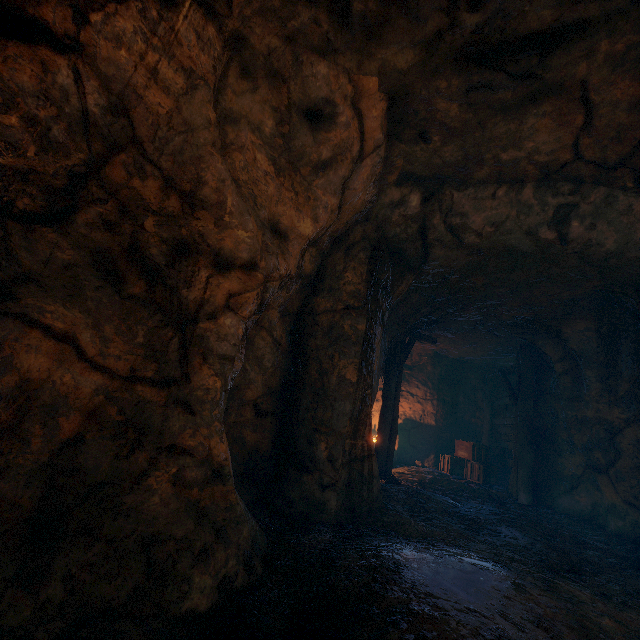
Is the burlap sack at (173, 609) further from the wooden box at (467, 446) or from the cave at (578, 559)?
the wooden box at (467, 446)

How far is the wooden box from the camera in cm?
1088

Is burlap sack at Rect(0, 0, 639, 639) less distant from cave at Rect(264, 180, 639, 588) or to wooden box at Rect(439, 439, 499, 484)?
cave at Rect(264, 180, 639, 588)

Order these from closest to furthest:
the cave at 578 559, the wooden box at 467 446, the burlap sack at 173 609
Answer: the burlap sack at 173 609 < the cave at 578 559 < the wooden box at 467 446

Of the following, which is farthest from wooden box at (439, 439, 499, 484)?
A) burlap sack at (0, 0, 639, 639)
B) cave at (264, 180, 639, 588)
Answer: burlap sack at (0, 0, 639, 639)

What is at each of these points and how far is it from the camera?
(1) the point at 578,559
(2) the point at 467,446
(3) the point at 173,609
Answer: (1) cave, 4.7 meters
(2) wooden box, 11.5 meters
(3) burlap sack, 2.0 meters

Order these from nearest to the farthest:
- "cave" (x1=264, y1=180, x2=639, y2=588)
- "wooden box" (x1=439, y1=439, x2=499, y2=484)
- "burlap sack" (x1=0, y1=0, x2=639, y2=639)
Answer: "burlap sack" (x1=0, y1=0, x2=639, y2=639)
"cave" (x1=264, y1=180, x2=639, y2=588)
"wooden box" (x1=439, y1=439, x2=499, y2=484)
